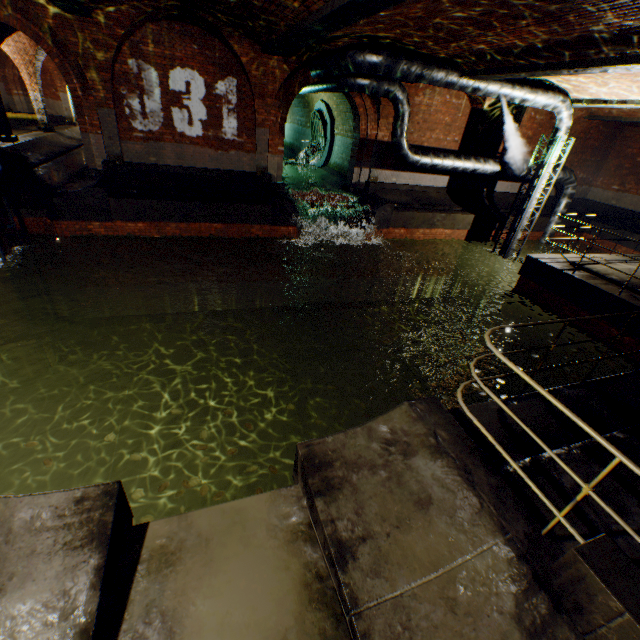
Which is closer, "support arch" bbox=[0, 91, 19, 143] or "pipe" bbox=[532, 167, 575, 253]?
"support arch" bbox=[0, 91, 19, 143]

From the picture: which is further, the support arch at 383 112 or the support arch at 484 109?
the support arch at 484 109

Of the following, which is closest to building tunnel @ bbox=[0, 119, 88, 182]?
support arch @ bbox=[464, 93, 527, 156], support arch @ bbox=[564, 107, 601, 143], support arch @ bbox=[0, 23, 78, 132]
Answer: support arch @ bbox=[0, 23, 78, 132]

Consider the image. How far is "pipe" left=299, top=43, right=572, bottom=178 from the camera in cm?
850

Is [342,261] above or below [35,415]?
above

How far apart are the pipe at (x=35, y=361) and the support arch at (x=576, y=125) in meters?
22.0 m

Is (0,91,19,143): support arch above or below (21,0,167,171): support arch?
below

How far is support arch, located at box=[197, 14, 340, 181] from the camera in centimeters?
941cm
